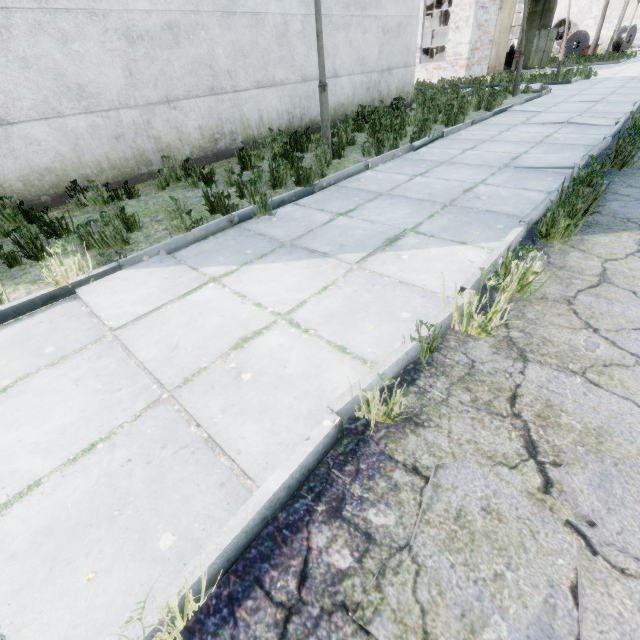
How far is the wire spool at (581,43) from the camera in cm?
2953

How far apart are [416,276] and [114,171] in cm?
639

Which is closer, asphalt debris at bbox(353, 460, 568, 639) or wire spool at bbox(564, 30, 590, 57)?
asphalt debris at bbox(353, 460, 568, 639)

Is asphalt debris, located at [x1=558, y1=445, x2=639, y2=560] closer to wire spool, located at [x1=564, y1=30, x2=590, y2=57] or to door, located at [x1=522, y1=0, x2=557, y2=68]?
door, located at [x1=522, y1=0, x2=557, y2=68]

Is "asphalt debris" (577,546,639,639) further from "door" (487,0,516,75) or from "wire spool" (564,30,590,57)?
"wire spool" (564,30,590,57)

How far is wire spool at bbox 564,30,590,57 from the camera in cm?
2953

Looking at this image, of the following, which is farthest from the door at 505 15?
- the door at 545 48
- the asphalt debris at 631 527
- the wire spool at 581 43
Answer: the asphalt debris at 631 527
